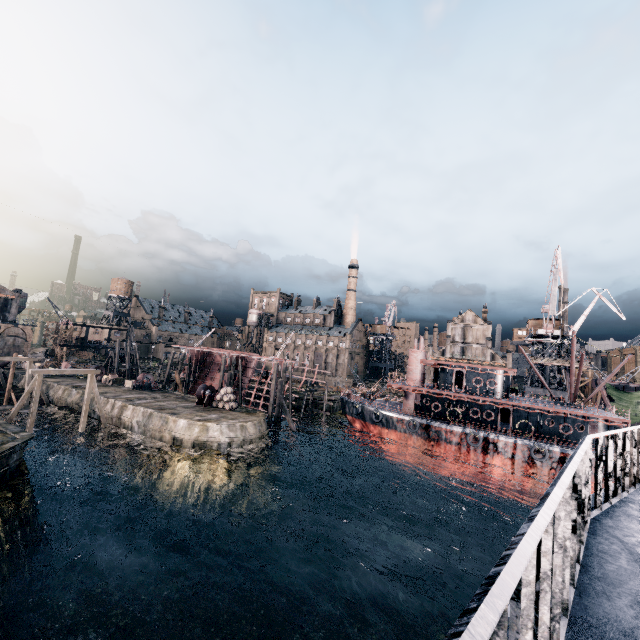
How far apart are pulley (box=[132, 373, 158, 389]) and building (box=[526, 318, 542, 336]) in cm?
6250

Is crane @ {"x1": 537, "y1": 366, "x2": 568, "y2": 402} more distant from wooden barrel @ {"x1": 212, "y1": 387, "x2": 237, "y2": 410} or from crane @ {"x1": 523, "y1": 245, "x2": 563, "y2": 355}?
wooden barrel @ {"x1": 212, "y1": 387, "x2": 237, "y2": 410}

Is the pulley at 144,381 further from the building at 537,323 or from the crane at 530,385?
the building at 537,323

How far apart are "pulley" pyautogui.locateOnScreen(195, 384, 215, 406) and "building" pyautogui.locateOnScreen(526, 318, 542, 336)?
51.93m

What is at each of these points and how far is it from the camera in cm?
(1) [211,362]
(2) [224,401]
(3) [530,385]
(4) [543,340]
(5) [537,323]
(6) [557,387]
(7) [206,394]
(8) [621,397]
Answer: (1) ship construction, 5991
(2) wooden barrel, 4012
(3) crane, 5475
(4) crane, 5100
(5) building, 5550
(6) crane, 5294
(7) pulley, 4131
(8) cloth, 5719

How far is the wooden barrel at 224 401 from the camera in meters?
39.9

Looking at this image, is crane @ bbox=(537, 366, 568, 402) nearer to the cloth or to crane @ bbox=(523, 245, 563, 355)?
crane @ bbox=(523, 245, 563, 355)

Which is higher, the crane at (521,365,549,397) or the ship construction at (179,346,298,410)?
the crane at (521,365,549,397)
